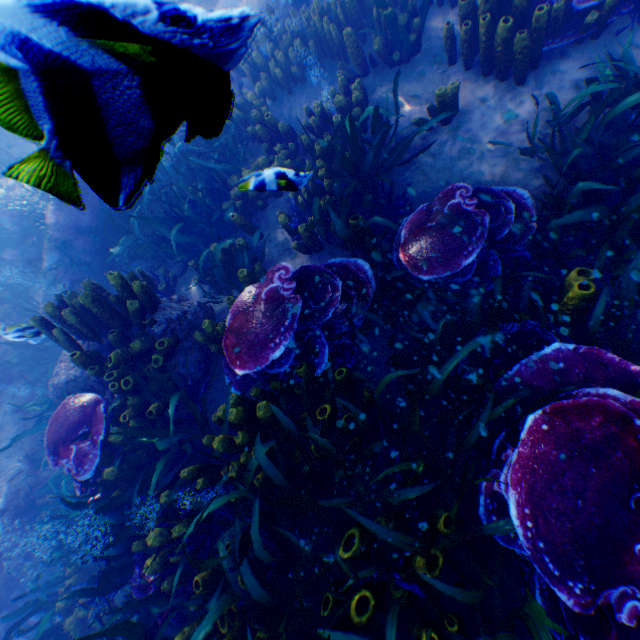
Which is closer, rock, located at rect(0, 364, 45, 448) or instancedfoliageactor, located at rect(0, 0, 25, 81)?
instancedfoliageactor, located at rect(0, 0, 25, 81)

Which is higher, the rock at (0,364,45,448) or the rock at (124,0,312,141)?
the rock at (124,0,312,141)

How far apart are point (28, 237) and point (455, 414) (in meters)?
10.41

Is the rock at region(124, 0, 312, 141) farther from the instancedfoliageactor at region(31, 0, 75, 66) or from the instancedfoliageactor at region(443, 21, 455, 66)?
the instancedfoliageactor at region(443, 21, 455, 66)

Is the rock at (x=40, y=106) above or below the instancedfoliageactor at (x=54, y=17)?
below

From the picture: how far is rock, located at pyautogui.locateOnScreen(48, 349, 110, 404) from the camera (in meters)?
4.68

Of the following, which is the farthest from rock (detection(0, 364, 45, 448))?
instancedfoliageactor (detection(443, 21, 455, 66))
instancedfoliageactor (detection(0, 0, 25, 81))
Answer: instancedfoliageactor (detection(443, 21, 455, 66))

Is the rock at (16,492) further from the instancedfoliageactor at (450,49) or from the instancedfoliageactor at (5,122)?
the instancedfoliageactor at (450,49)
